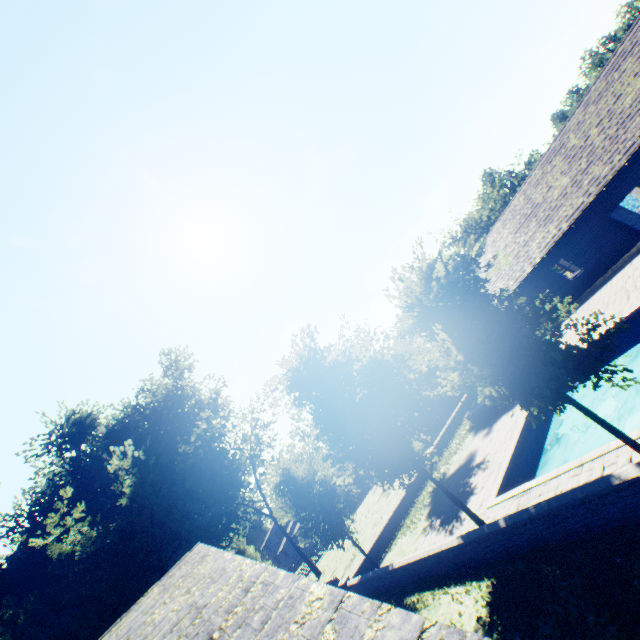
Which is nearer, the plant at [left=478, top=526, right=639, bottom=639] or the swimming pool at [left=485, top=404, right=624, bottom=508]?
the plant at [left=478, top=526, right=639, bottom=639]

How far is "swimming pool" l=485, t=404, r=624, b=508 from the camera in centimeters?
899cm

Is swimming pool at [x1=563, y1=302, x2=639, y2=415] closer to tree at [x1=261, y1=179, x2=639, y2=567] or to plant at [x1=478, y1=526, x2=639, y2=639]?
tree at [x1=261, y1=179, x2=639, y2=567]

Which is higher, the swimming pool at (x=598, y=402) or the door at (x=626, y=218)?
the door at (x=626, y=218)

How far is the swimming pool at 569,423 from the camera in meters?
9.0

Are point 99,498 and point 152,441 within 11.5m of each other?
yes

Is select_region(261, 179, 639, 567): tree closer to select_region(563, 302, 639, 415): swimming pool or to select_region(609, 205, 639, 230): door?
select_region(563, 302, 639, 415): swimming pool
